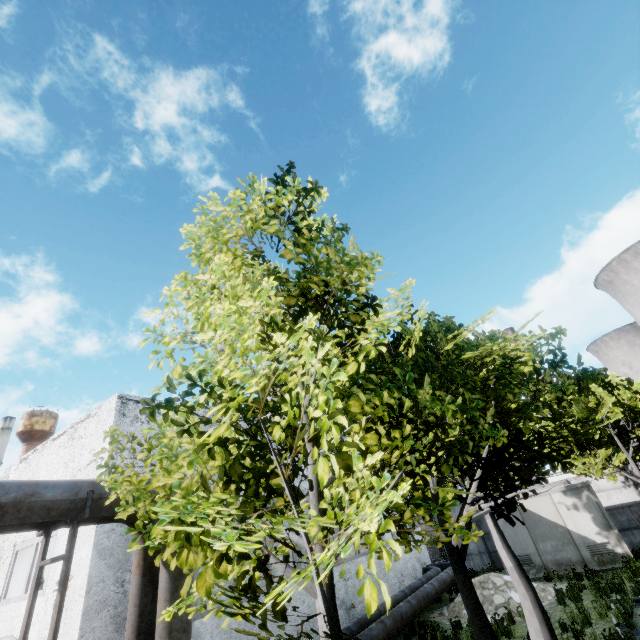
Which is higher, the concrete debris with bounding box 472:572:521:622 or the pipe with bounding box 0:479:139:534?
the pipe with bounding box 0:479:139:534

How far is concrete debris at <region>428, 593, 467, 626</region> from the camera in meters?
12.8 m

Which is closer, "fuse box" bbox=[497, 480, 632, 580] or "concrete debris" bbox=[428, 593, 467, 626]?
"concrete debris" bbox=[428, 593, 467, 626]

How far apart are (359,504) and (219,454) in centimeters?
174cm

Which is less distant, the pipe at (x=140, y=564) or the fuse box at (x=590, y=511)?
the pipe at (x=140, y=564)

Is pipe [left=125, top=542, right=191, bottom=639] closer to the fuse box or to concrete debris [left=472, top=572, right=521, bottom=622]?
concrete debris [left=472, top=572, right=521, bottom=622]

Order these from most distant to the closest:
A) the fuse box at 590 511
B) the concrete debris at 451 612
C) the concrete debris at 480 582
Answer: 1. the fuse box at 590 511
2. the concrete debris at 451 612
3. the concrete debris at 480 582
